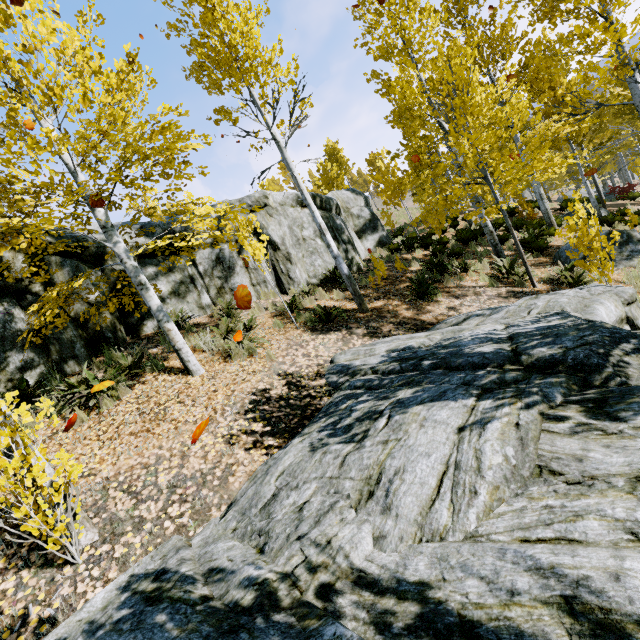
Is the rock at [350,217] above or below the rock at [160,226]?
below

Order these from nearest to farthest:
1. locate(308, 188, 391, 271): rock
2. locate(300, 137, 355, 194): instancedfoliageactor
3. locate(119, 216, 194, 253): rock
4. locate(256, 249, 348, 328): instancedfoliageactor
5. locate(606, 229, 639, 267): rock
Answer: locate(256, 249, 348, 328): instancedfoliageactor
locate(119, 216, 194, 253): rock
locate(606, 229, 639, 267): rock
locate(308, 188, 391, 271): rock
locate(300, 137, 355, 194): instancedfoliageactor

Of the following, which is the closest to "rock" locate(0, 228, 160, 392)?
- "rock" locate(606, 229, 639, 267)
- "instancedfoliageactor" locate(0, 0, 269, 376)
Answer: "instancedfoliageactor" locate(0, 0, 269, 376)

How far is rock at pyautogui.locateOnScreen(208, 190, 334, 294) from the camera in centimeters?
961cm

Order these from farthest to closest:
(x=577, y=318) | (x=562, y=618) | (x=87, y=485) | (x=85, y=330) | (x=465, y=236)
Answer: (x=465, y=236) < (x=85, y=330) < (x=577, y=318) < (x=87, y=485) < (x=562, y=618)

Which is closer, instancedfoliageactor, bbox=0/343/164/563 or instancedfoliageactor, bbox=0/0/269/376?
instancedfoliageactor, bbox=0/343/164/563

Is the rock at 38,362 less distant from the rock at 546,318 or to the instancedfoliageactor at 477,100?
the instancedfoliageactor at 477,100
